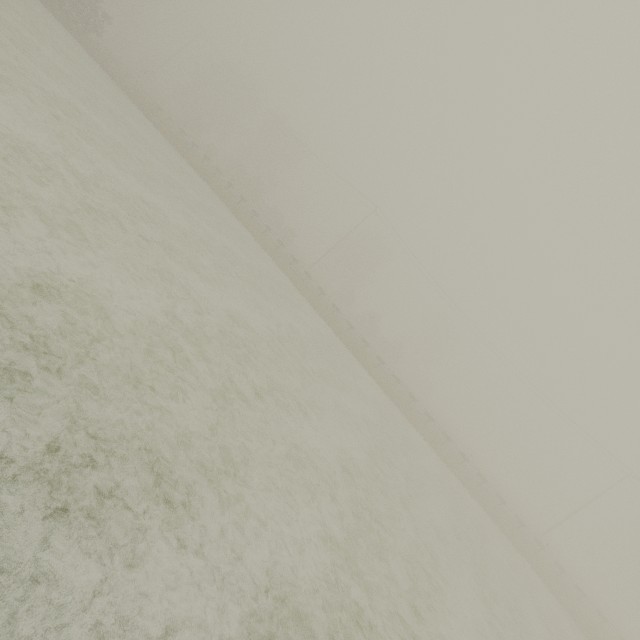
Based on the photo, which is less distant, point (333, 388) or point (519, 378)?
point (333, 388)

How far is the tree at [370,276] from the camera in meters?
50.7 m

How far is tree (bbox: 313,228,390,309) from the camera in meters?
50.7
